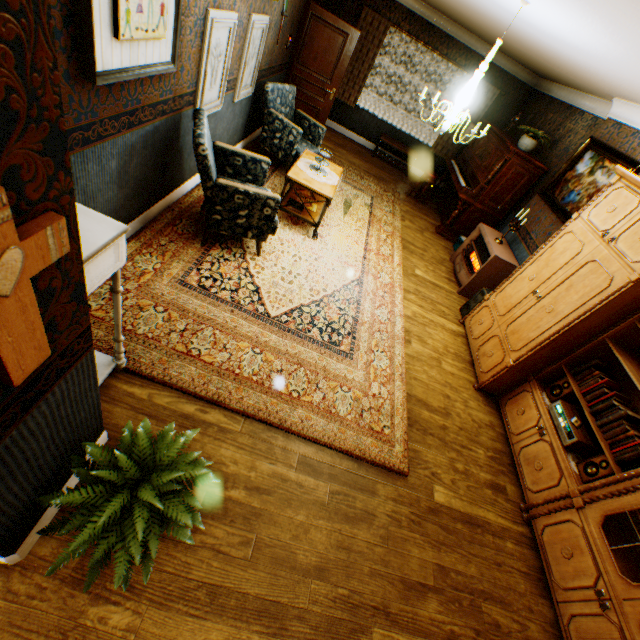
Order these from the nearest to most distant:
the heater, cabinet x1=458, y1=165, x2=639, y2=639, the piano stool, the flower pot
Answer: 1. cabinet x1=458, y1=165, x2=639, y2=639
2. the heater
3. the flower pot
4. the piano stool

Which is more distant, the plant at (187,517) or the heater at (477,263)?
the heater at (477,263)

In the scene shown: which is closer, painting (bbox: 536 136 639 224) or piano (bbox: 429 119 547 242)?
painting (bbox: 536 136 639 224)

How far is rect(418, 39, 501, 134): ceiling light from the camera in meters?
3.3

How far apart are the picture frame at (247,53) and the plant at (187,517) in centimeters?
461cm

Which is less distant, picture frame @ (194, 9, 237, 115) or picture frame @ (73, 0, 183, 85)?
picture frame @ (73, 0, 183, 85)

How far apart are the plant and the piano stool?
7.6 meters

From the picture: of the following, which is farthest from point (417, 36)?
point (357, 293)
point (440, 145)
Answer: point (357, 293)
